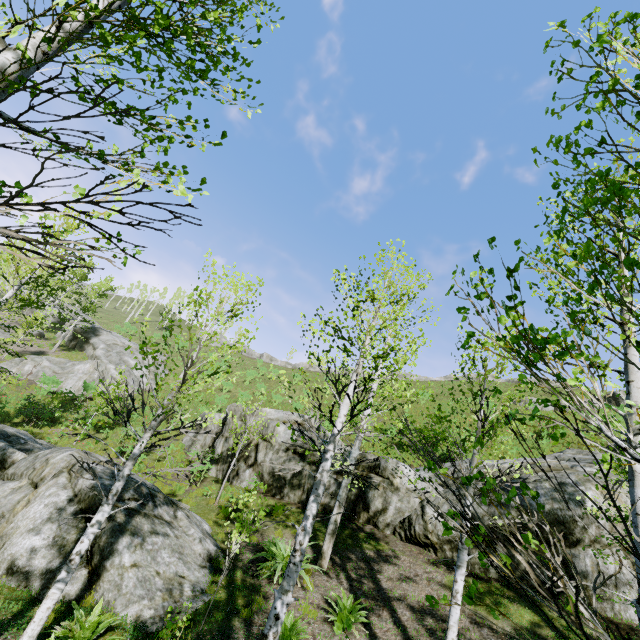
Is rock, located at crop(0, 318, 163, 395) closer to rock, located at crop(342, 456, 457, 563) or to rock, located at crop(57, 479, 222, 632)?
rock, located at crop(57, 479, 222, 632)

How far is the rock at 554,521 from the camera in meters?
8.8

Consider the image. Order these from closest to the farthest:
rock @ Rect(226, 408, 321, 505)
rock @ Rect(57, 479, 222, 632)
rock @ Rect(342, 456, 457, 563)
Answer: rock @ Rect(57, 479, 222, 632), rock @ Rect(342, 456, 457, 563), rock @ Rect(226, 408, 321, 505)

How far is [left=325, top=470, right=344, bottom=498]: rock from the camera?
13.4 meters

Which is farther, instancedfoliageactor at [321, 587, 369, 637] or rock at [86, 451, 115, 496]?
rock at [86, 451, 115, 496]

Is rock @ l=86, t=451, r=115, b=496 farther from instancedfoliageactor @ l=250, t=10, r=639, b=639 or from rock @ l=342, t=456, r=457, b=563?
rock @ l=342, t=456, r=457, b=563

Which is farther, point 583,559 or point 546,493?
point 546,493

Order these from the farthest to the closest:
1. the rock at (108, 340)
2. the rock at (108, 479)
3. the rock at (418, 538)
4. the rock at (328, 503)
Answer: the rock at (108, 340) → the rock at (328, 503) → the rock at (418, 538) → the rock at (108, 479)
